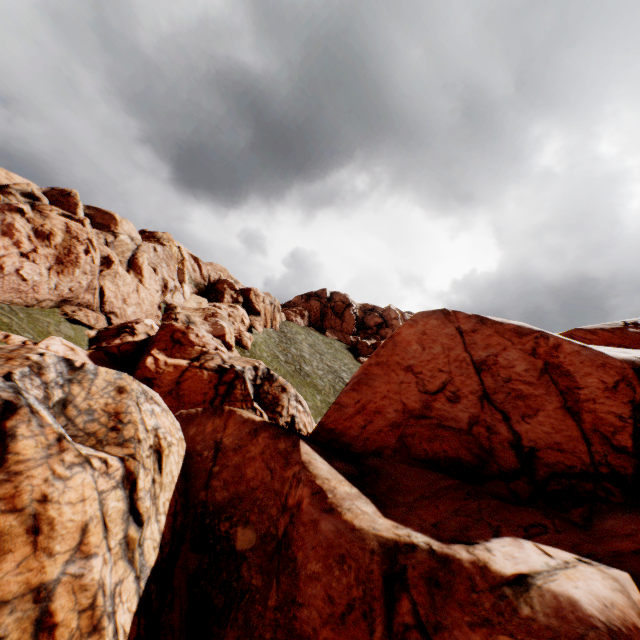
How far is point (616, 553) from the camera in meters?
9.1 m
